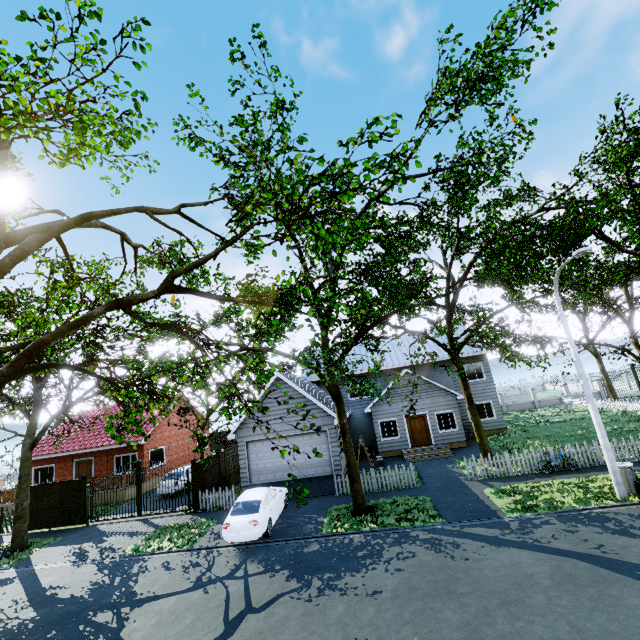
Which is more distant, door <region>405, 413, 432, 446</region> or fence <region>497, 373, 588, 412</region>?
fence <region>497, 373, 588, 412</region>

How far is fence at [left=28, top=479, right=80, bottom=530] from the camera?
18.06m

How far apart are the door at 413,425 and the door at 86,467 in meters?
23.6

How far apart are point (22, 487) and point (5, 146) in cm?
1817

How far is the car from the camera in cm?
1216

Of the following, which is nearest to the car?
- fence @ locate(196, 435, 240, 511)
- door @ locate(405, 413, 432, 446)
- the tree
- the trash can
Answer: fence @ locate(196, 435, 240, 511)

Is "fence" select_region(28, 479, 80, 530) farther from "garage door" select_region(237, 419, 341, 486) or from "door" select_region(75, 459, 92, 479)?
"door" select_region(75, 459, 92, 479)

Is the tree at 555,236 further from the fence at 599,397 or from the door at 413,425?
the door at 413,425
